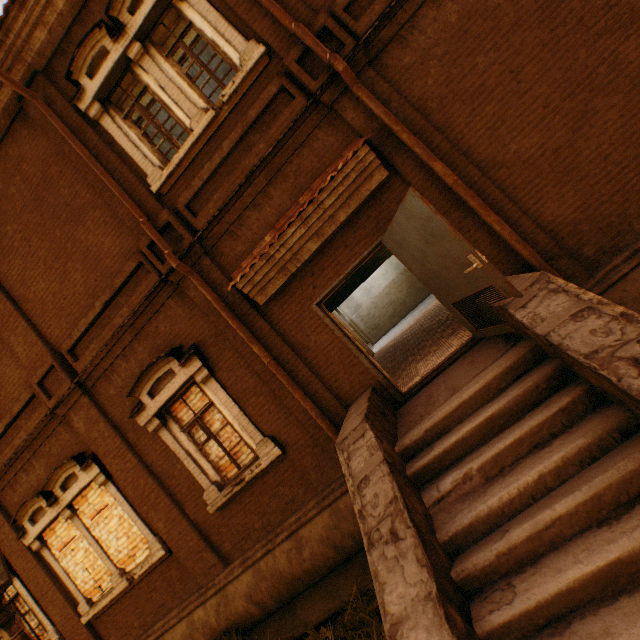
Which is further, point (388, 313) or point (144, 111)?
point (388, 313)

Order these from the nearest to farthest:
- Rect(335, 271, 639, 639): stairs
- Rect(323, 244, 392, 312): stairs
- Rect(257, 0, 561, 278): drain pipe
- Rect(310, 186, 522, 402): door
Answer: Rect(335, 271, 639, 639): stairs, Rect(310, 186, 522, 402): door, Rect(257, 0, 561, 278): drain pipe, Rect(323, 244, 392, 312): stairs

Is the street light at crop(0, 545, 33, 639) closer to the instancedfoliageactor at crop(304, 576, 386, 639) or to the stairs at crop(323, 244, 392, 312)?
the instancedfoliageactor at crop(304, 576, 386, 639)

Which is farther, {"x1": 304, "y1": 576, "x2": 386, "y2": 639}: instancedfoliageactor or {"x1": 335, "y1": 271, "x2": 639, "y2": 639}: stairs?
{"x1": 304, "y1": 576, "x2": 386, "y2": 639}: instancedfoliageactor

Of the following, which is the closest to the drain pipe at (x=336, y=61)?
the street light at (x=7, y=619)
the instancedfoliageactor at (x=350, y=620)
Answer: the instancedfoliageactor at (x=350, y=620)

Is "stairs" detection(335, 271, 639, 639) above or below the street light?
below

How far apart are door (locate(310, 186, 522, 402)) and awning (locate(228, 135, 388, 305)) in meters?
0.5

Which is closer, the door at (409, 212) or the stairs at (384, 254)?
the door at (409, 212)
